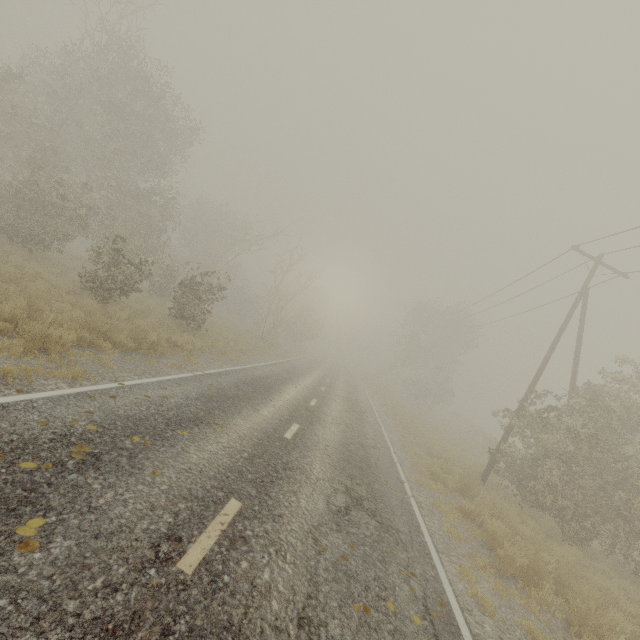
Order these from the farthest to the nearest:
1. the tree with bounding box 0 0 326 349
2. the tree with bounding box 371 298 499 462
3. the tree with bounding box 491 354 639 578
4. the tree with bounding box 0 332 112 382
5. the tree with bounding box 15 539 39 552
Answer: the tree with bounding box 371 298 499 462
the tree with bounding box 0 0 326 349
the tree with bounding box 491 354 639 578
the tree with bounding box 0 332 112 382
the tree with bounding box 15 539 39 552

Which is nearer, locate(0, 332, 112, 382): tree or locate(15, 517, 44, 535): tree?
locate(15, 517, 44, 535): tree

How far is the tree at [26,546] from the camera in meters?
2.7

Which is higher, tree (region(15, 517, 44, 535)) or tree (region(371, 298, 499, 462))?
tree (region(371, 298, 499, 462))

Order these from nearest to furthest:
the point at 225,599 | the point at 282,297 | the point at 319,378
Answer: the point at 225,599 → the point at 319,378 → the point at 282,297

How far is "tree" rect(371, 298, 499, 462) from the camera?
34.91m
